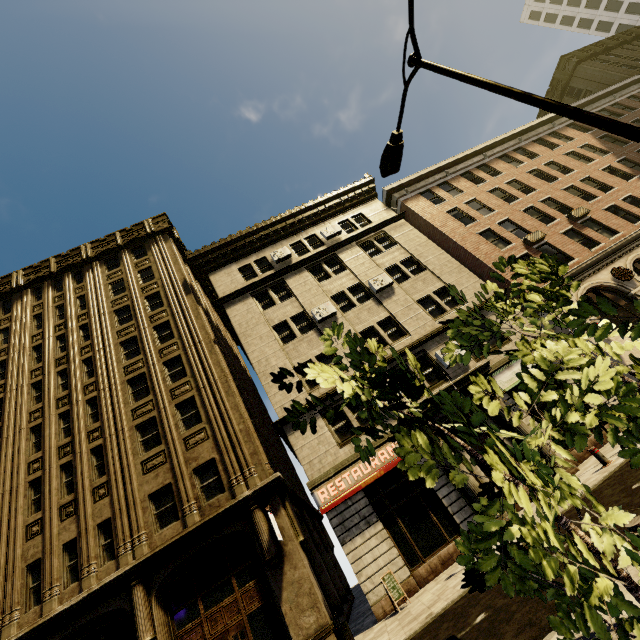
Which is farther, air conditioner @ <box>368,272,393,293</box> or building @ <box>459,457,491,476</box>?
air conditioner @ <box>368,272,393,293</box>

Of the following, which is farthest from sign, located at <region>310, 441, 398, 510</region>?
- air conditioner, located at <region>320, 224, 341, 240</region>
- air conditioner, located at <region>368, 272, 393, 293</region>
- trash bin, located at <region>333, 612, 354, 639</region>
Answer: air conditioner, located at <region>320, 224, 341, 240</region>

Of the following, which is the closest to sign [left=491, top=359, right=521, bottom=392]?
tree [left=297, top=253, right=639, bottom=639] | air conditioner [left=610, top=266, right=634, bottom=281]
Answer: air conditioner [left=610, top=266, right=634, bottom=281]

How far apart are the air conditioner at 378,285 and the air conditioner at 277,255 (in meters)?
5.75

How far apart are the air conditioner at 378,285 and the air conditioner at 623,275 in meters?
11.9

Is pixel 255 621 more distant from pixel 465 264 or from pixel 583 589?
Result: pixel 465 264

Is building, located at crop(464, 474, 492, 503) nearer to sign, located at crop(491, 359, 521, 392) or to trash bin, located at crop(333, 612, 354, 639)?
sign, located at crop(491, 359, 521, 392)

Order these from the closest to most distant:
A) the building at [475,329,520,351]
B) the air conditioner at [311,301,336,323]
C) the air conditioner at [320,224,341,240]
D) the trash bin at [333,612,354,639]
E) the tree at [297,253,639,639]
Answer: the tree at [297,253,639,639], the trash bin at [333,612,354,639], the building at [475,329,520,351], the air conditioner at [311,301,336,323], the air conditioner at [320,224,341,240]
